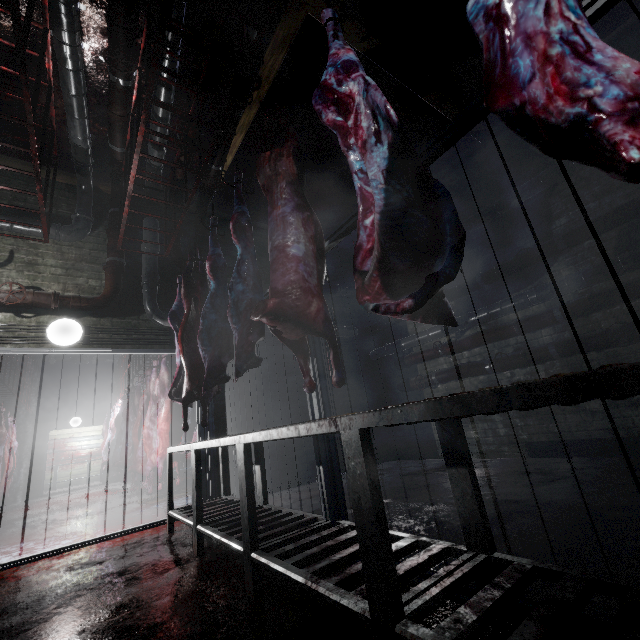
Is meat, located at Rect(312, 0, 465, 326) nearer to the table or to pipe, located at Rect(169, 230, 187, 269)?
the table

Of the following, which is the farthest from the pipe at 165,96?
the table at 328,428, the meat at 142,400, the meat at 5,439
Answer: the meat at 5,439

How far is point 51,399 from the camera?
10.66m

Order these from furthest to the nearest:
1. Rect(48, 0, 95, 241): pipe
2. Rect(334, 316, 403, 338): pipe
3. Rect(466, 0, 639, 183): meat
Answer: Rect(334, 316, 403, 338): pipe, Rect(48, 0, 95, 241): pipe, Rect(466, 0, 639, 183): meat

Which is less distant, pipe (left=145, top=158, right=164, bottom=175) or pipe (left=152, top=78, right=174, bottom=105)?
pipe (left=152, top=78, right=174, bottom=105)

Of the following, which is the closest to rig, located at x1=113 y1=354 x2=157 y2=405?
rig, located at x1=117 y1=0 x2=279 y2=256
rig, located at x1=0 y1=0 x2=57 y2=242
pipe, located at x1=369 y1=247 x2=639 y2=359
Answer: rig, located at x1=117 y1=0 x2=279 y2=256

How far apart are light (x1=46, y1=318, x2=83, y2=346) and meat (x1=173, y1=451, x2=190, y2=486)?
1.2 meters

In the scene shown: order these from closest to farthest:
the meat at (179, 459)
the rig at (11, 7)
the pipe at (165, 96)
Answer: the rig at (11, 7), the pipe at (165, 96), the meat at (179, 459)
